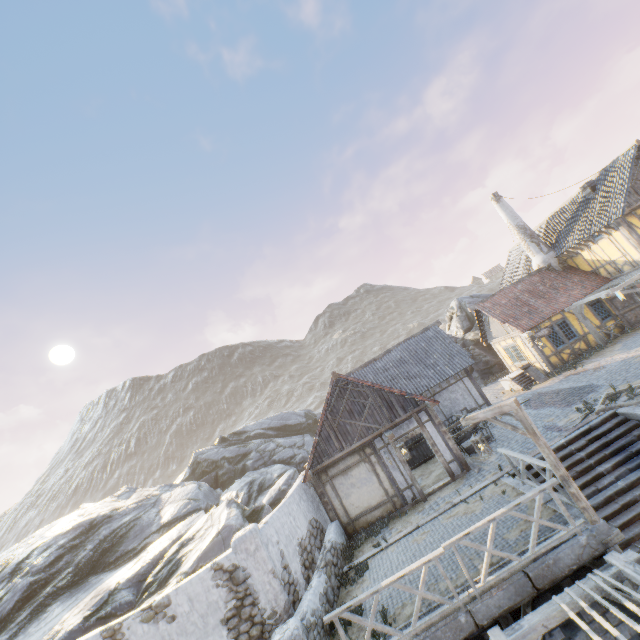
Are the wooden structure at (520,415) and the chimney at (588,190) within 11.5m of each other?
no

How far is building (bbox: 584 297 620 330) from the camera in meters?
19.2

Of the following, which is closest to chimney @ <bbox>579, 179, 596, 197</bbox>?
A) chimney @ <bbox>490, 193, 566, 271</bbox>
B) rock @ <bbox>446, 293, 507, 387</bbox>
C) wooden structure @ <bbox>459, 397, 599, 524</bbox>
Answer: chimney @ <bbox>490, 193, 566, 271</bbox>

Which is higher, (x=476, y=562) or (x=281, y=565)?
(x=281, y=565)

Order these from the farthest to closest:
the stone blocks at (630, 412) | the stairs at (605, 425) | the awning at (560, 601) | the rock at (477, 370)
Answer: the rock at (477, 370) → the stone blocks at (630, 412) → the stairs at (605, 425) → the awning at (560, 601)

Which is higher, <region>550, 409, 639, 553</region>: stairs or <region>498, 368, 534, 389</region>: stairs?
<region>498, 368, 534, 389</region>: stairs

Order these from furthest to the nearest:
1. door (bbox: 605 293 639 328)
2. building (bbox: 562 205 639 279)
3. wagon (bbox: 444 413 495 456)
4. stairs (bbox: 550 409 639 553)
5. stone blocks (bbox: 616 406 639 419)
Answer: door (bbox: 605 293 639 328) → building (bbox: 562 205 639 279) → wagon (bbox: 444 413 495 456) → stone blocks (bbox: 616 406 639 419) → stairs (bbox: 550 409 639 553)

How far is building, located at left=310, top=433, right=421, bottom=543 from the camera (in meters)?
12.68
